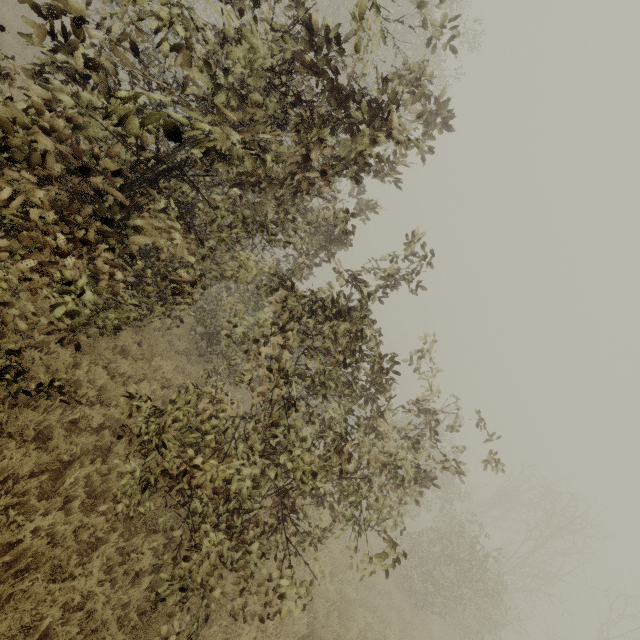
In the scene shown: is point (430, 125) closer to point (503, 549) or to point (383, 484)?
point (383, 484)
